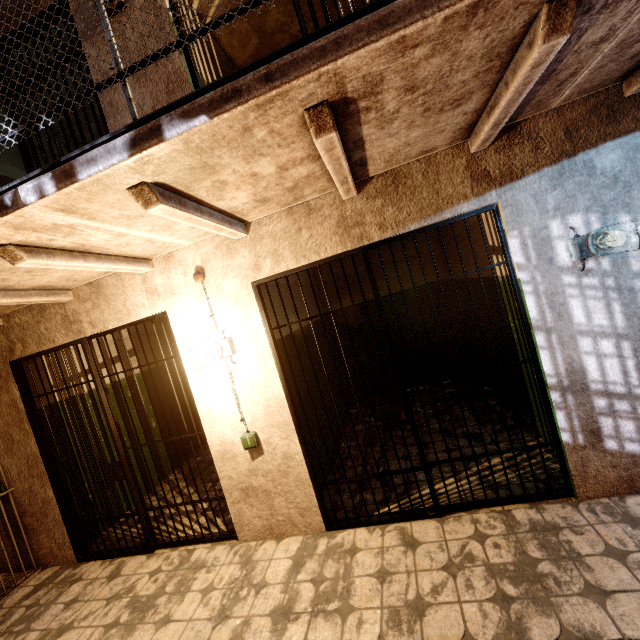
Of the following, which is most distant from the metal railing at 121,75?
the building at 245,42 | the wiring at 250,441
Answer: the wiring at 250,441

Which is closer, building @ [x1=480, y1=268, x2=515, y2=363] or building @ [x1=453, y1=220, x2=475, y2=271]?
building @ [x1=480, y1=268, x2=515, y2=363]

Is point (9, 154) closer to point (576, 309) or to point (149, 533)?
point (149, 533)

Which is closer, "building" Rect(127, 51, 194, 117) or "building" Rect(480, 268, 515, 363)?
"building" Rect(127, 51, 194, 117)

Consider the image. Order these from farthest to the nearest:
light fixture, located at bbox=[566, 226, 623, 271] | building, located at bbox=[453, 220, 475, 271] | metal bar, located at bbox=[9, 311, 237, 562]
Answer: building, located at bbox=[453, 220, 475, 271] < metal bar, located at bbox=[9, 311, 237, 562] < light fixture, located at bbox=[566, 226, 623, 271]

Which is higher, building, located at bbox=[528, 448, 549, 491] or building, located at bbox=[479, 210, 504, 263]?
building, located at bbox=[479, 210, 504, 263]

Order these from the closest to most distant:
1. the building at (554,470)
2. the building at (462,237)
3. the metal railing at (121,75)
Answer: the metal railing at (121,75)
the building at (554,470)
the building at (462,237)

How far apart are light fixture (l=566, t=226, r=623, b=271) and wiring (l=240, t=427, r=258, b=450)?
3.0m
